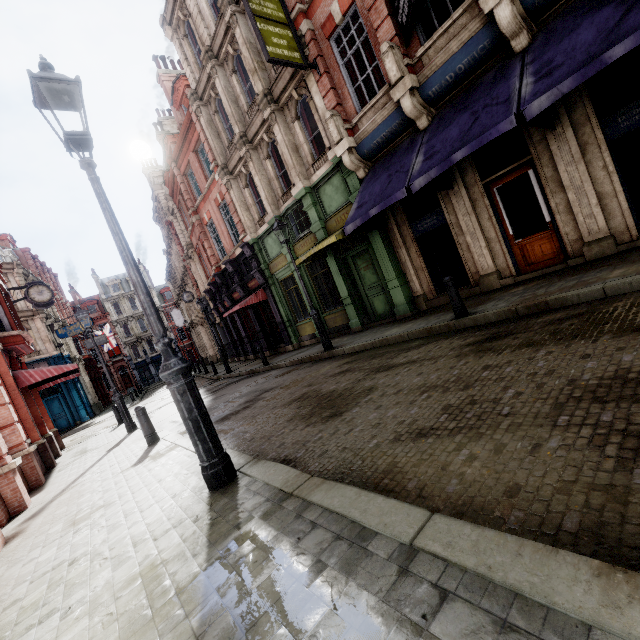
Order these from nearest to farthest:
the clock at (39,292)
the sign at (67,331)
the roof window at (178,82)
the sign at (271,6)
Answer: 1. the sign at (271,6)
2. the clock at (39,292)
3. the roof window at (178,82)
4. the sign at (67,331)

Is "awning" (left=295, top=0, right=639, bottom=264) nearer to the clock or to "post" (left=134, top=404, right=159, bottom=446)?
"post" (left=134, top=404, right=159, bottom=446)

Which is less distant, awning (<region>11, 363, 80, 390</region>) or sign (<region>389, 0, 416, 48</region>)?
sign (<region>389, 0, 416, 48</region>)

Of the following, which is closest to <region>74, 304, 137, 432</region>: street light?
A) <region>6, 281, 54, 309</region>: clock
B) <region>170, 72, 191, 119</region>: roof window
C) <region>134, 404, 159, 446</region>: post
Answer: <region>134, 404, 159, 446</region>: post

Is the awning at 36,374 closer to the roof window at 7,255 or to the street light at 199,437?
the street light at 199,437

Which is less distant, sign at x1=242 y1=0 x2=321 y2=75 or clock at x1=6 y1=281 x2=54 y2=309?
sign at x1=242 y1=0 x2=321 y2=75

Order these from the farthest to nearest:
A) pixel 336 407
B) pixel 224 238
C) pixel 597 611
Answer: pixel 224 238
pixel 336 407
pixel 597 611

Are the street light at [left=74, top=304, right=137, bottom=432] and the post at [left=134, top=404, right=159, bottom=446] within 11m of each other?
yes
